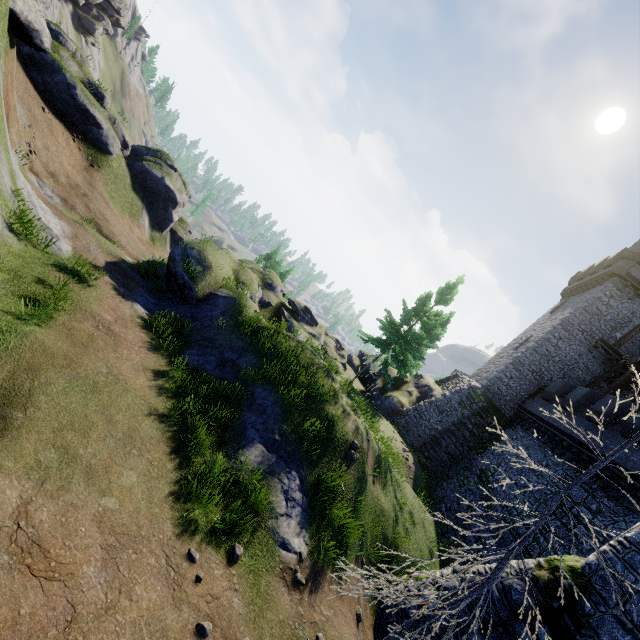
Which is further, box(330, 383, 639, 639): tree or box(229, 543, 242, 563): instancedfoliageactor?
box(229, 543, 242, 563): instancedfoliageactor

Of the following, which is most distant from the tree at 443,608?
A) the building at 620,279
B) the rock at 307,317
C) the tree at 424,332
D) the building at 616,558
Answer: the building at 620,279

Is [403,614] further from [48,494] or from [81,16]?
[81,16]

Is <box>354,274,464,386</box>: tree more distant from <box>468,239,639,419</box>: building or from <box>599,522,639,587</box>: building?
<box>599,522,639,587</box>: building

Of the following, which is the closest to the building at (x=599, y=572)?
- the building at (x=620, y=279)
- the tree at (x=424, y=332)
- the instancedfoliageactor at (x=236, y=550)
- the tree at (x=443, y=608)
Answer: the tree at (x=443, y=608)

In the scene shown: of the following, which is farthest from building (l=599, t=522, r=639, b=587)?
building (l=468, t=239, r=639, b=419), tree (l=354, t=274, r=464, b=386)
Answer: tree (l=354, t=274, r=464, b=386)

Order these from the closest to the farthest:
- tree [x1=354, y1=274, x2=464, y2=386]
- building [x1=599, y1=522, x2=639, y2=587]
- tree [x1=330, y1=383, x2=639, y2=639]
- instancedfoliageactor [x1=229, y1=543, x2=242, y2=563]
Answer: tree [x1=330, y1=383, x2=639, y2=639] → instancedfoliageactor [x1=229, y1=543, x2=242, y2=563] → building [x1=599, y1=522, x2=639, y2=587] → tree [x1=354, y1=274, x2=464, y2=386]

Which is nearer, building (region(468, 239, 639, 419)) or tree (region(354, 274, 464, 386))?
tree (region(354, 274, 464, 386))
